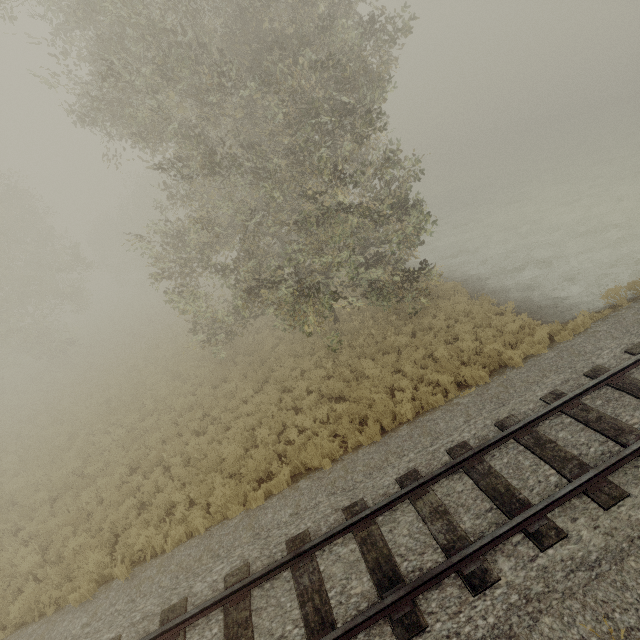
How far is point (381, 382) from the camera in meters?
11.5 m
